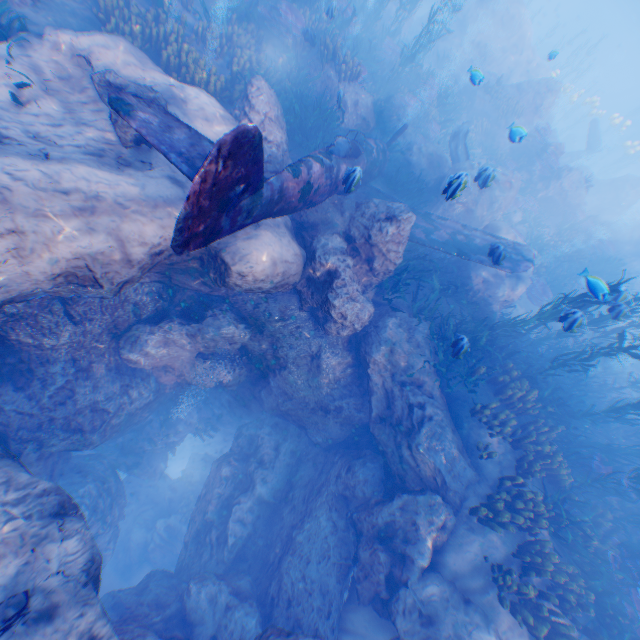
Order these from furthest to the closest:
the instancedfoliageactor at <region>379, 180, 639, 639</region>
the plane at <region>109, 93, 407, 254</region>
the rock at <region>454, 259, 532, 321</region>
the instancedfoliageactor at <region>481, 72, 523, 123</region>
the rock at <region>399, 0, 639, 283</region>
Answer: the instancedfoliageactor at <region>481, 72, 523, 123</region>
the rock at <region>399, 0, 639, 283</region>
the rock at <region>454, 259, 532, 321</region>
the instancedfoliageactor at <region>379, 180, 639, 639</region>
the plane at <region>109, 93, 407, 254</region>

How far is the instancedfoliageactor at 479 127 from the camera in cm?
1858

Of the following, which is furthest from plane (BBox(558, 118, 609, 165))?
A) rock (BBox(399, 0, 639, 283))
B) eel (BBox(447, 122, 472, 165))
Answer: eel (BBox(447, 122, 472, 165))

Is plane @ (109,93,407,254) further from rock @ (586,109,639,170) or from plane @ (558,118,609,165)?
plane @ (558,118,609,165)

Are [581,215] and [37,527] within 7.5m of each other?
no

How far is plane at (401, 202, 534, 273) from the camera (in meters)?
9.52

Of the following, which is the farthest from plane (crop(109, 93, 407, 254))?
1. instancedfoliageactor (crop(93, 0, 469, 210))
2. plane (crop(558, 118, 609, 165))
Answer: plane (crop(558, 118, 609, 165))

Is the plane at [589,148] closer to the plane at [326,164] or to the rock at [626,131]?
the rock at [626,131]
